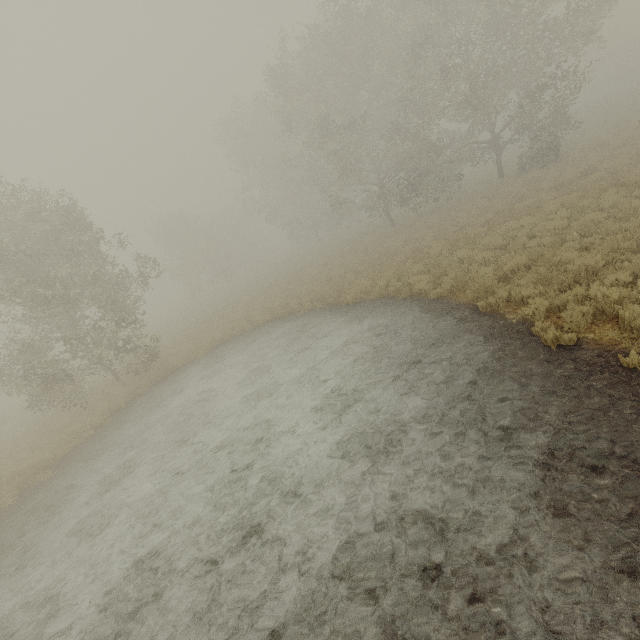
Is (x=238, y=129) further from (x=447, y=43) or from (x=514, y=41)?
(x=514, y=41)
